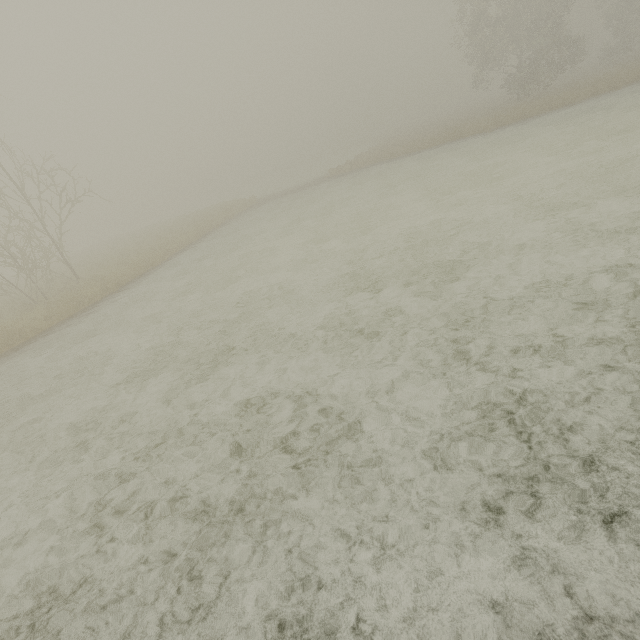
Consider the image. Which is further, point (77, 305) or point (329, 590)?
point (77, 305)
